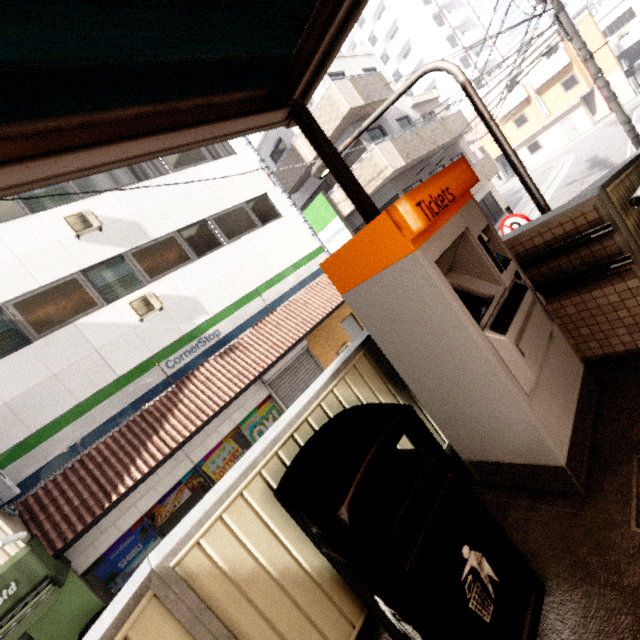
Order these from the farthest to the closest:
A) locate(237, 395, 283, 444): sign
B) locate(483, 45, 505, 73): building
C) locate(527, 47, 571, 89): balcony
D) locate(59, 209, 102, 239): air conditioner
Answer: locate(483, 45, 505, 73): building → locate(527, 47, 571, 89): balcony → locate(237, 395, 283, 444): sign → locate(59, 209, 102, 239): air conditioner

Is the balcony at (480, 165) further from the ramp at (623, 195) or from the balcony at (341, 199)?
the ramp at (623, 195)

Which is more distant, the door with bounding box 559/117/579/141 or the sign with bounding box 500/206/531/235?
the door with bounding box 559/117/579/141

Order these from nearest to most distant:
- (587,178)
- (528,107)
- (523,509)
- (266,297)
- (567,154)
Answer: (523,509), (266,297), (587,178), (567,154), (528,107)

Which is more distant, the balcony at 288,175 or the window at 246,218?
the balcony at 288,175

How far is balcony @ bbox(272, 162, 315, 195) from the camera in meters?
15.9 m

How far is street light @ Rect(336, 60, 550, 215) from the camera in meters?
3.0

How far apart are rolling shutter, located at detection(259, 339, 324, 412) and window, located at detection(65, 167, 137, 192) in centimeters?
714cm
